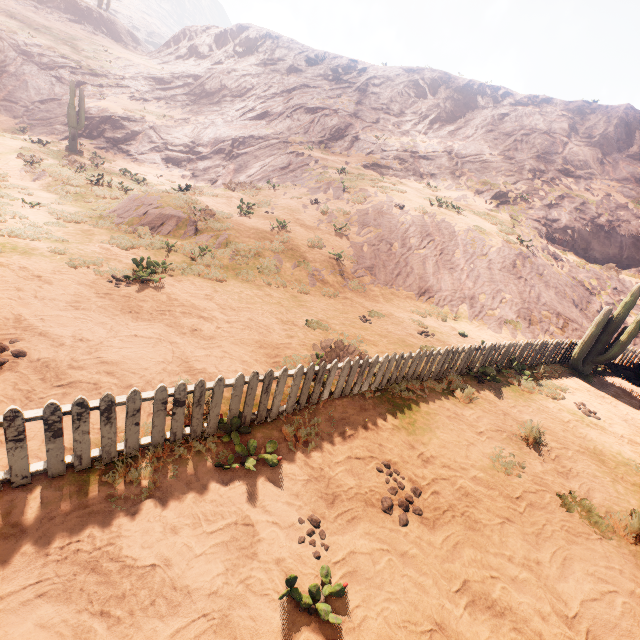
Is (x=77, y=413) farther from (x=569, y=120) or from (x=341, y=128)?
(x=569, y=120)

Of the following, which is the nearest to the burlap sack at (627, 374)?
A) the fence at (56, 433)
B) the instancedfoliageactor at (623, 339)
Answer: the fence at (56, 433)

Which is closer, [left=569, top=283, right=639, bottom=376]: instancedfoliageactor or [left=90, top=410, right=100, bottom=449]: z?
[left=90, top=410, right=100, bottom=449]: z

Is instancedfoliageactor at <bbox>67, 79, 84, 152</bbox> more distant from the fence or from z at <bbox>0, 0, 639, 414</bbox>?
the fence

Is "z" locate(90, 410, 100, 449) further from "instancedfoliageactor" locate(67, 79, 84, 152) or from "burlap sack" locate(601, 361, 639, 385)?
"instancedfoliageactor" locate(67, 79, 84, 152)

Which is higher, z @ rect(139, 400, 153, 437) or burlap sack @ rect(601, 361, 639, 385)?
burlap sack @ rect(601, 361, 639, 385)

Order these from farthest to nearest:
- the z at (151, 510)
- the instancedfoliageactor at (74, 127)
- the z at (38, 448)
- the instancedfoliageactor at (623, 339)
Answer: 1. the instancedfoliageactor at (74, 127)
2. the instancedfoliageactor at (623, 339)
3. the z at (38, 448)
4. the z at (151, 510)

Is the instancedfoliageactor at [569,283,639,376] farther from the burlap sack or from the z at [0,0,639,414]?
the burlap sack
